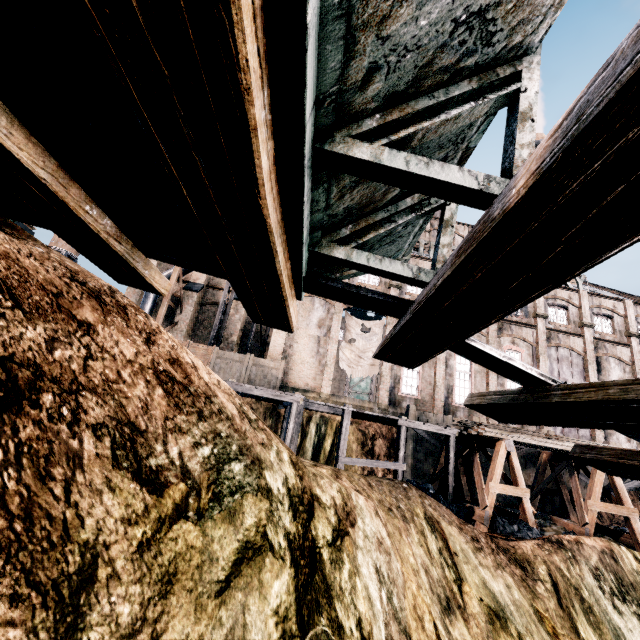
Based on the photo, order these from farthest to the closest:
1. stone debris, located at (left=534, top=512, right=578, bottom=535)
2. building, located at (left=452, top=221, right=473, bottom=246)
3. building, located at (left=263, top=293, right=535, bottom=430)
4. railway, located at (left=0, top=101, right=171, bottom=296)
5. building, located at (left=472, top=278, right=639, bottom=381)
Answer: building, located at (left=452, top=221, right=473, bottom=246) < building, located at (left=472, top=278, right=639, bottom=381) < building, located at (left=263, top=293, right=535, bottom=430) < stone debris, located at (left=534, top=512, right=578, bottom=535) < railway, located at (left=0, top=101, right=171, bottom=296)

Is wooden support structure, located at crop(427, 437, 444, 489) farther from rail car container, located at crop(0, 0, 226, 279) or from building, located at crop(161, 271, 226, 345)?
rail car container, located at crop(0, 0, 226, 279)

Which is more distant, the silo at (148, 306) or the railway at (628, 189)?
the silo at (148, 306)

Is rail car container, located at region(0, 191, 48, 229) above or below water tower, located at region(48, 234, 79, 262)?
below

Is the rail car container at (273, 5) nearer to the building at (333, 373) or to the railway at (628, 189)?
the railway at (628, 189)

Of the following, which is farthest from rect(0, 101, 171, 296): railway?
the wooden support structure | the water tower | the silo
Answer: the water tower

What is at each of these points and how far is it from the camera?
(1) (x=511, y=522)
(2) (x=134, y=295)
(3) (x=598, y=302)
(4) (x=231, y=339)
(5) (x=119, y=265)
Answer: (1) coal pile, 14.48m
(2) building, 28.56m
(3) building, 30.38m
(4) building, 28.28m
(5) railway, 3.97m

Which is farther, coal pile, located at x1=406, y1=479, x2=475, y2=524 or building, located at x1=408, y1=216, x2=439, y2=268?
building, located at x1=408, y1=216, x2=439, y2=268
